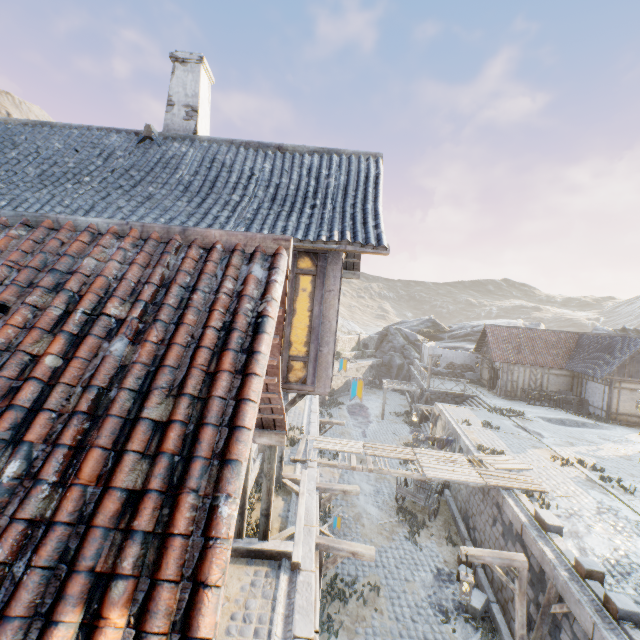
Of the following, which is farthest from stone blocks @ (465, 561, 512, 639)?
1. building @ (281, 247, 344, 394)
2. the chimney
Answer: the chimney

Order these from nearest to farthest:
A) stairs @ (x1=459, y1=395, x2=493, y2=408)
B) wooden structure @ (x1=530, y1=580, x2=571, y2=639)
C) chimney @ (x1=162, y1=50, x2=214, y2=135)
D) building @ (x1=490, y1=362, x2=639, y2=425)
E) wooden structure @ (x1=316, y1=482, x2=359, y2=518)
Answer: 1. wooden structure @ (x1=530, y1=580, x2=571, y2=639)
2. chimney @ (x1=162, y1=50, x2=214, y2=135)
3. wooden structure @ (x1=316, y1=482, x2=359, y2=518)
4. building @ (x1=490, y1=362, x2=639, y2=425)
5. stairs @ (x1=459, y1=395, x2=493, y2=408)

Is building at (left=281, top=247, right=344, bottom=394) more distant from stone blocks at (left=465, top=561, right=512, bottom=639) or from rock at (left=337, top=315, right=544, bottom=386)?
rock at (left=337, top=315, right=544, bottom=386)

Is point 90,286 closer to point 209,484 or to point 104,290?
point 104,290

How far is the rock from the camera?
41.5 meters

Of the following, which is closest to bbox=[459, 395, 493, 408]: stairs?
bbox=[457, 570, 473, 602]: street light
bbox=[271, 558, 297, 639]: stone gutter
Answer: bbox=[457, 570, 473, 602]: street light

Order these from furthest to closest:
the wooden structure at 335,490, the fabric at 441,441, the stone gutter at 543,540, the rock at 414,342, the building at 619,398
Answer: the rock at 414,342 < the building at 619,398 < the fabric at 441,441 < the wooden structure at 335,490 < the stone gutter at 543,540

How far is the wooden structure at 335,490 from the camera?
10.2 meters
